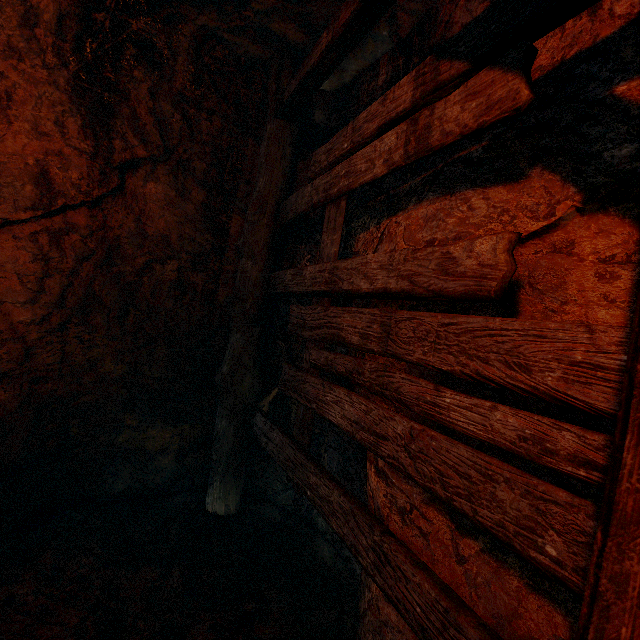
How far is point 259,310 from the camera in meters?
3.1 m
